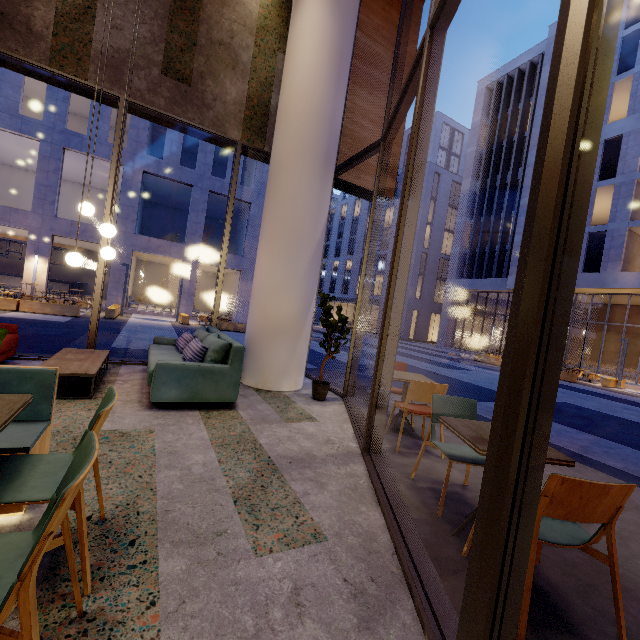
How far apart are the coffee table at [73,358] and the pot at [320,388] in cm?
302

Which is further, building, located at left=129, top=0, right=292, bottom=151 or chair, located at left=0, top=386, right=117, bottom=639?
building, located at left=129, top=0, right=292, bottom=151

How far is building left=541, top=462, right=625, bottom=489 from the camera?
3.7m

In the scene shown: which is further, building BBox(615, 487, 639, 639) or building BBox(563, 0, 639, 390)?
building BBox(563, 0, 639, 390)

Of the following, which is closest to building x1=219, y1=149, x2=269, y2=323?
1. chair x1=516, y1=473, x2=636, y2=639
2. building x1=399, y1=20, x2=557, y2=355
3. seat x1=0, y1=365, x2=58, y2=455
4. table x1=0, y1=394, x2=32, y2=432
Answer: building x1=399, y1=20, x2=557, y2=355

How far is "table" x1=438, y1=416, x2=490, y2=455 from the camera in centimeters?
207cm

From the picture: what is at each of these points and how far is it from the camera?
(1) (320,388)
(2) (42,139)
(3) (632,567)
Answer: (1) pot, 5.3m
(2) building, 17.7m
(3) building, 2.3m

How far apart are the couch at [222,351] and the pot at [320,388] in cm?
134
